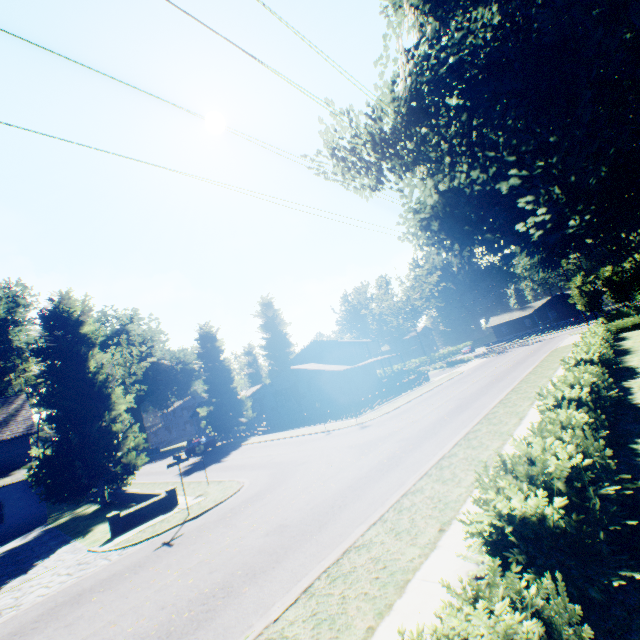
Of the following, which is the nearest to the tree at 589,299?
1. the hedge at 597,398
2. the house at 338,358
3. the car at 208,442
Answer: the hedge at 597,398

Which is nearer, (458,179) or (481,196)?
(458,179)

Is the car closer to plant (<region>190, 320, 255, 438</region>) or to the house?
plant (<region>190, 320, 255, 438</region>)

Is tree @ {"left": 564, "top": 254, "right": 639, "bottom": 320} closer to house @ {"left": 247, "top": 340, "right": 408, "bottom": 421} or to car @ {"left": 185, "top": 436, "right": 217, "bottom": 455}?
house @ {"left": 247, "top": 340, "right": 408, "bottom": 421}

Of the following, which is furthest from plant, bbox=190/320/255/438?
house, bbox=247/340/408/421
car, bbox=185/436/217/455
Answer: car, bbox=185/436/217/455

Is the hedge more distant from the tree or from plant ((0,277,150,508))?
the tree

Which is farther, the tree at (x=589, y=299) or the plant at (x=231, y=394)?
the plant at (x=231, y=394)

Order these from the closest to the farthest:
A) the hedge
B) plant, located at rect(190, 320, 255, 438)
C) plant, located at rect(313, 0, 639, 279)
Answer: the hedge → plant, located at rect(313, 0, 639, 279) → plant, located at rect(190, 320, 255, 438)
